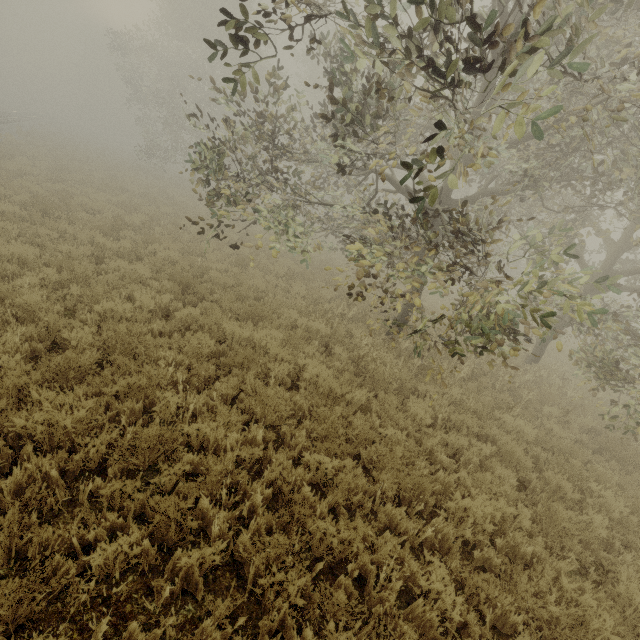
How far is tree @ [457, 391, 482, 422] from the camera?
6.59m

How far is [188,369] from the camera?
6.12m

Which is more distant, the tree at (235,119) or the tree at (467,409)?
the tree at (467,409)

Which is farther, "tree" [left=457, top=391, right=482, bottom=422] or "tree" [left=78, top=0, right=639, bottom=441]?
"tree" [left=457, top=391, right=482, bottom=422]

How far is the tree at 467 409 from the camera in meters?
6.6 m

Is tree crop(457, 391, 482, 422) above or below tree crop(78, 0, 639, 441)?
below
